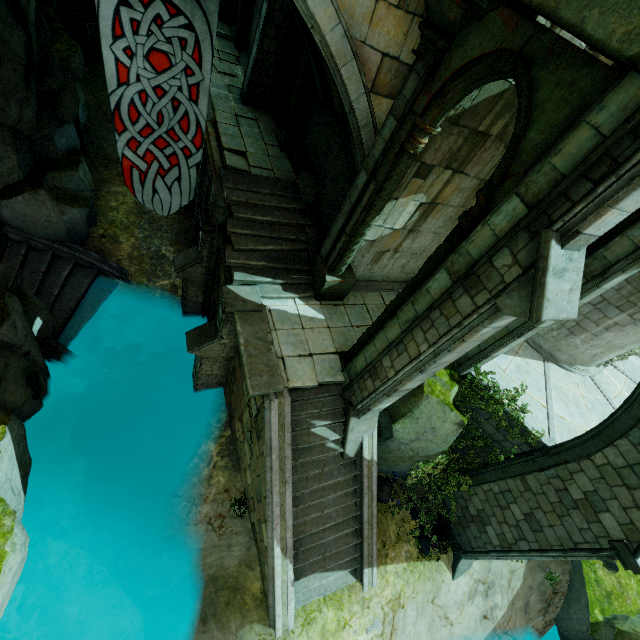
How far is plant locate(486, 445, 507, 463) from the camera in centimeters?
978cm

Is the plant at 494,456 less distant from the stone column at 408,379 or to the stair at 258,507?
the stair at 258,507

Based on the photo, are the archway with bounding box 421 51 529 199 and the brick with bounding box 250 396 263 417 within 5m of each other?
no

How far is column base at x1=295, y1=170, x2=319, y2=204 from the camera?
10.0 meters

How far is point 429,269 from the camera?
5.9 meters

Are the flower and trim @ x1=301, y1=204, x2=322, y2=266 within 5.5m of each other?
no

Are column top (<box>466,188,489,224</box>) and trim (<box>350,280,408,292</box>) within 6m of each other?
yes

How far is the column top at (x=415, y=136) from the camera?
5.8m
